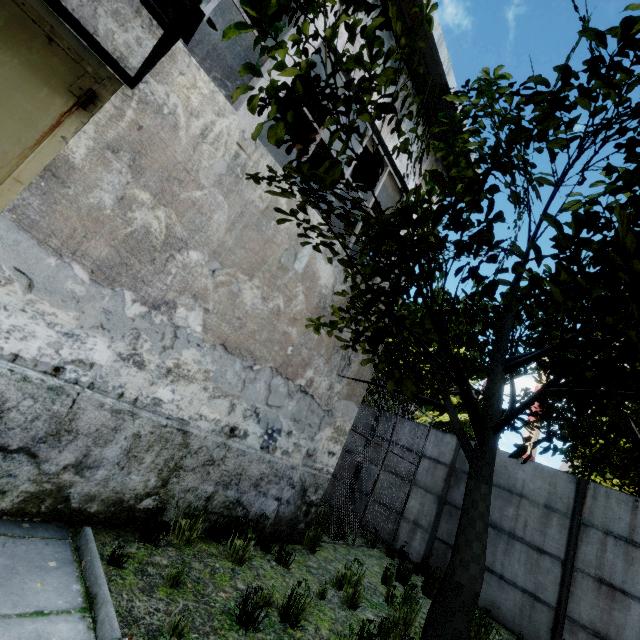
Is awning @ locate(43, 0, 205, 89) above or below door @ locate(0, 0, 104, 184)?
above

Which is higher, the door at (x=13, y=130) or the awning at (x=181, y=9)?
the awning at (x=181, y=9)

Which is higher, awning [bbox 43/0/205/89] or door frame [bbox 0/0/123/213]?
awning [bbox 43/0/205/89]

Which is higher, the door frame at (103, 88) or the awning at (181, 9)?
the awning at (181, 9)

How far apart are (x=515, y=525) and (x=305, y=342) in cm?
726
